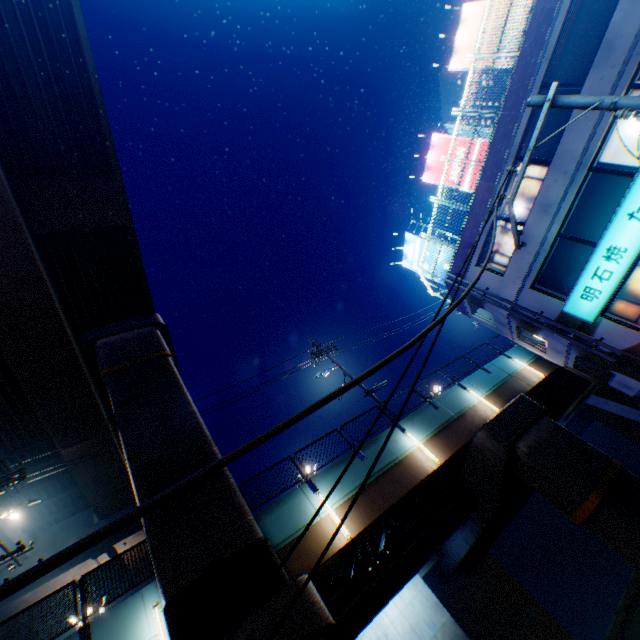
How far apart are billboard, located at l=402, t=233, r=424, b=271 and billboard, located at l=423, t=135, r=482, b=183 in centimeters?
327cm

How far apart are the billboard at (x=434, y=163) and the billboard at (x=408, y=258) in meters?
3.3 m

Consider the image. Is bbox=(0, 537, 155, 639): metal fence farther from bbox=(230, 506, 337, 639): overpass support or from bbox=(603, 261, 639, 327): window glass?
bbox=(603, 261, 639, 327): window glass

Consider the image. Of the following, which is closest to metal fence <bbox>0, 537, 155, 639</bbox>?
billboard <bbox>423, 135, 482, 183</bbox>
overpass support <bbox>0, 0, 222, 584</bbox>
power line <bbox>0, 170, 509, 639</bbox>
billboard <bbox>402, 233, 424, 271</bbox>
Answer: overpass support <bbox>0, 0, 222, 584</bbox>

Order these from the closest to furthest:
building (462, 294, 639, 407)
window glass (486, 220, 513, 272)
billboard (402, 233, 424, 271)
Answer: building (462, 294, 639, 407) → window glass (486, 220, 513, 272) → billboard (402, 233, 424, 271)

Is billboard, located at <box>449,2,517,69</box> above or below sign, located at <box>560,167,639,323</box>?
above

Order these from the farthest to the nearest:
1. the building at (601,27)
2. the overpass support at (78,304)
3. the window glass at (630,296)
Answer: the window glass at (630,296) → the overpass support at (78,304) → the building at (601,27)

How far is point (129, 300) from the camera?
19.00m
